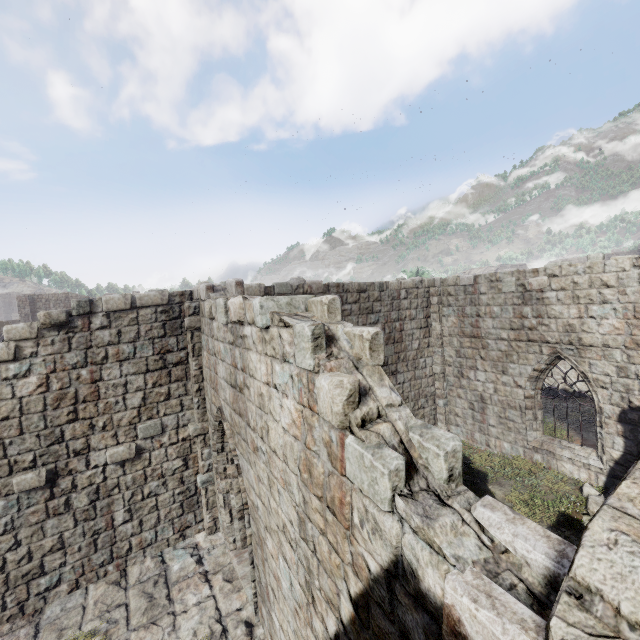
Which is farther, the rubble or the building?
the rubble

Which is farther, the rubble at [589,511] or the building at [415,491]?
the rubble at [589,511]

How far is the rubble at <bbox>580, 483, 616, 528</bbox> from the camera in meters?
8.0 m

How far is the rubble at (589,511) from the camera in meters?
8.0 m

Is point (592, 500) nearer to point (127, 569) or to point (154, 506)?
point (154, 506)
